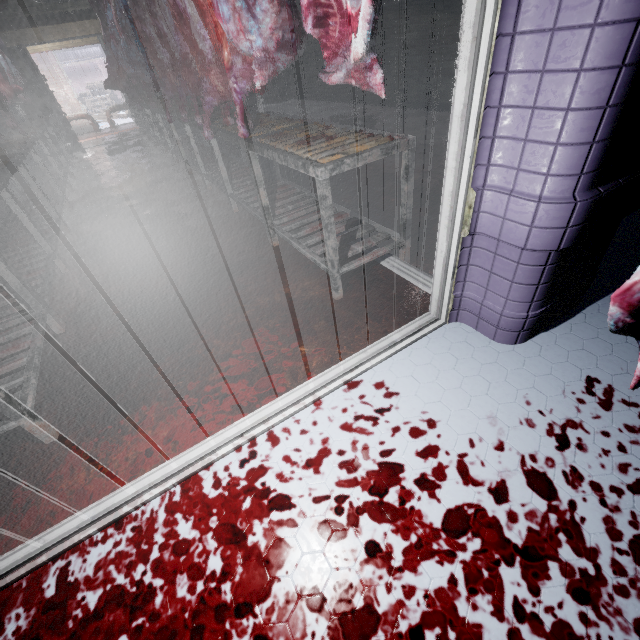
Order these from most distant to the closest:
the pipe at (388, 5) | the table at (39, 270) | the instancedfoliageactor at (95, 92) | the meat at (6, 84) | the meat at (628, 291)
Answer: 1. the instancedfoliageactor at (95, 92)
2. the pipe at (388, 5)
3. the meat at (6, 84)
4. the table at (39, 270)
5. the meat at (628, 291)

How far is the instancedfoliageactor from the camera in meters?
13.8

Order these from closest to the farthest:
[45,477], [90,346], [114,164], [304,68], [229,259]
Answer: [45,477] < [90,346] < [229,259] < [114,164] < [304,68]

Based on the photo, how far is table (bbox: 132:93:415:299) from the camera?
1.7m

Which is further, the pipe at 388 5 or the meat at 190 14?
the pipe at 388 5

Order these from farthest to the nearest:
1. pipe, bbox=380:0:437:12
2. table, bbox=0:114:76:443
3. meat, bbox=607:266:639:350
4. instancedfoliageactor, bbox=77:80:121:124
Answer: instancedfoliageactor, bbox=77:80:121:124, pipe, bbox=380:0:437:12, table, bbox=0:114:76:443, meat, bbox=607:266:639:350

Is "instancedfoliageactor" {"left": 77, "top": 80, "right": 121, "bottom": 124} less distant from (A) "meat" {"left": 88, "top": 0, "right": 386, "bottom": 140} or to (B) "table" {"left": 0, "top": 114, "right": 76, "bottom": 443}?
(B) "table" {"left": 0, "top": 114, "right": 76, "bottom": 443}

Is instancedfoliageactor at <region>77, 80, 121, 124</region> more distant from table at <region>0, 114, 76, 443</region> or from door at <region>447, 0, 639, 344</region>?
door at <region>447, 0, 639, 344</region>
